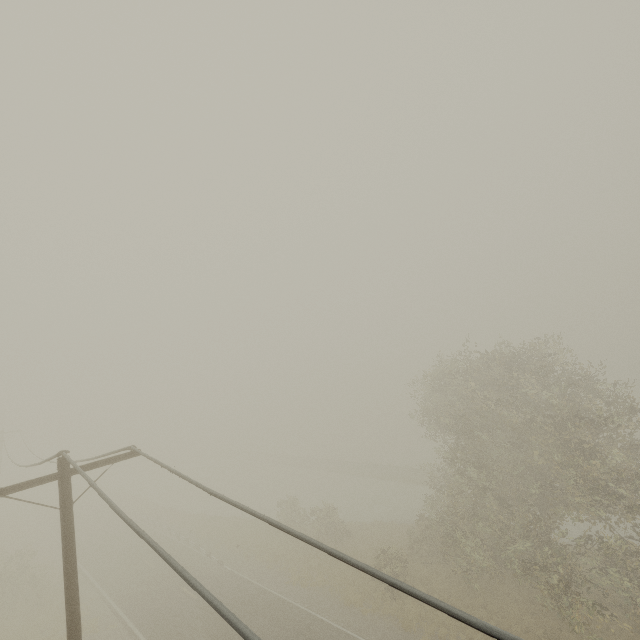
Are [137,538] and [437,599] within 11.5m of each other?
no
